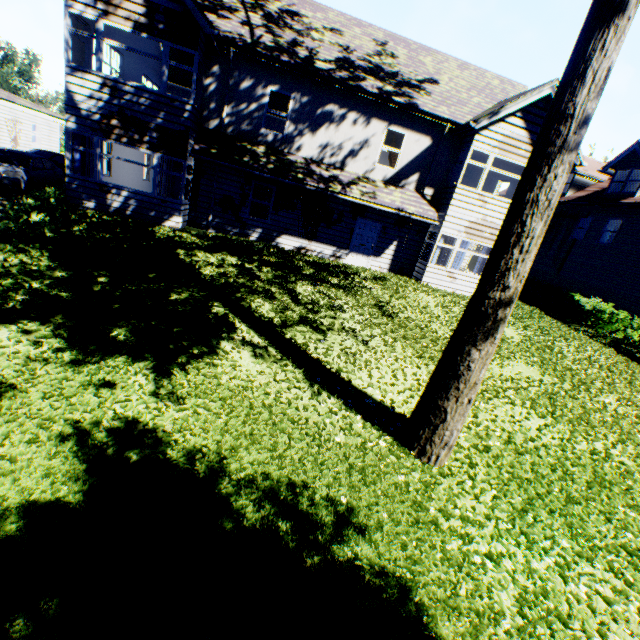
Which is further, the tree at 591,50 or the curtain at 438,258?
the curtain at 438,258

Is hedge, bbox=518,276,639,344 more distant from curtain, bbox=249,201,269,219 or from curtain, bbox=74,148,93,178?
curtain, bbox=74,148,93,178

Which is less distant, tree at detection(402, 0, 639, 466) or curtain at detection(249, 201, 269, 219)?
tree at detection(402, 0, 639, 466)

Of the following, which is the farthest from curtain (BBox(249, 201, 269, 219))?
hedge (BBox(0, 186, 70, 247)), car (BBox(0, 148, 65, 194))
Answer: car (BBox(0, 148, 65, 194))

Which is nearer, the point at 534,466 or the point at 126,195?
the point at 534,466

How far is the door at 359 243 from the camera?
15.0 meters

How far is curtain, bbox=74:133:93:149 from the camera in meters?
11.6 m

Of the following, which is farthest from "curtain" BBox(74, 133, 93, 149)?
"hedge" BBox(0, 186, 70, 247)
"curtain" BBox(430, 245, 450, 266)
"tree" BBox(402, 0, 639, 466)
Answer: "tree" BBox(402, 0, 639, 466)
